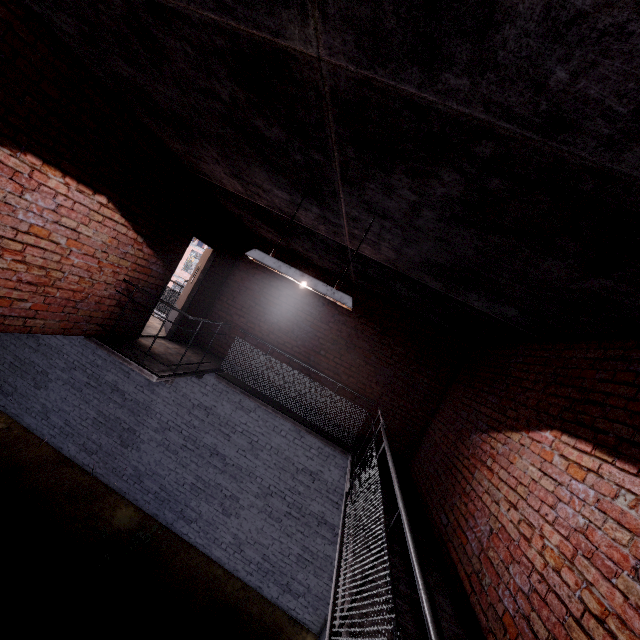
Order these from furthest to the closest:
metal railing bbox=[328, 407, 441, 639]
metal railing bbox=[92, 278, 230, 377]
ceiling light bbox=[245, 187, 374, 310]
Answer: metal railing bbox=[92, 278, 230, 377]
ceiling light bbox=[245, 187, 374, 310]
metal railing bbox=[328, 407, 441, 639]

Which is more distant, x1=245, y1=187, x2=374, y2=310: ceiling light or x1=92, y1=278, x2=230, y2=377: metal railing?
x1=92, y1=278, x2=230, y2=377: metal railing

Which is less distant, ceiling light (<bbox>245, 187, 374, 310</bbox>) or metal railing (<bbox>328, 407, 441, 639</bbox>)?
metal railing (<bbox>328, 407, 441, 639</bbox>)

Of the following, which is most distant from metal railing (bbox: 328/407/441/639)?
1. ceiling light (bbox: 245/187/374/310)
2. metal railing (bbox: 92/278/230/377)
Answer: ceiling light (bbox: 245/187/374/310)

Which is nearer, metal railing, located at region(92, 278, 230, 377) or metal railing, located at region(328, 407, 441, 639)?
metal railing, located at region(328, 407, 441, 639)

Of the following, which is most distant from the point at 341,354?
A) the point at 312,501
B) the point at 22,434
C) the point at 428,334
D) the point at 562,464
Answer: the point at 22,434

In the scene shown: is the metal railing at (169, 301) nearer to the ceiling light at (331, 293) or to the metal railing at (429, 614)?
the metal railing at (429, 614)
